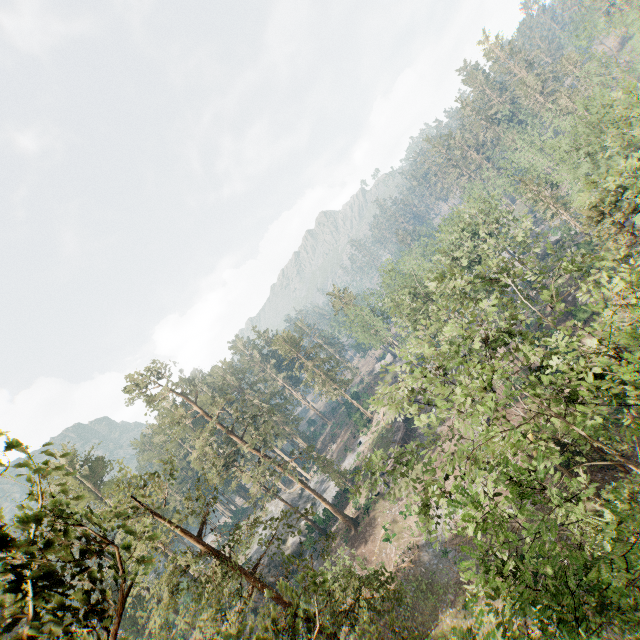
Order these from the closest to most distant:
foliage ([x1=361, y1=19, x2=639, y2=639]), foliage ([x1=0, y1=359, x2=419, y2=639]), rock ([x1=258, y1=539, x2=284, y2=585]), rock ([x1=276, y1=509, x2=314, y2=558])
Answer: foliage ([x1=0, y1=359, x2=419, y2=639]) → foliage ([x1=361, y1=19, x2=639, y2=639]) → rock ([x1=258, y1=539, x2=284, y2=585]) → rock ([x1=276, y1=509, x2=314, y2=558])

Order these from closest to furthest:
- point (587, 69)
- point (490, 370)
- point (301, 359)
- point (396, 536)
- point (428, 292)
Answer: point (490, 370)
point (396, 536)
point (428, 292)
point (587, 69)
point (301, 359)

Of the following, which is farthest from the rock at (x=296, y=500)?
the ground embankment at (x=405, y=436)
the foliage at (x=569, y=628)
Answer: the ground embankment at (x=405, y=436)

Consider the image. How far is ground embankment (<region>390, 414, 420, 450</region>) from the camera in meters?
46.3

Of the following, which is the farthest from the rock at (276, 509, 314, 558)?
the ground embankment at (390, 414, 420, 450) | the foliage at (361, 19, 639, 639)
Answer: the ground embankment at (390, 414, 420, 450)

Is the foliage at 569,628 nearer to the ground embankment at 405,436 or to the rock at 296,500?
the rock at 296,500

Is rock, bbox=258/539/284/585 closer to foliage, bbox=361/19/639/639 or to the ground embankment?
foliage, bbox=361/19/639/639
